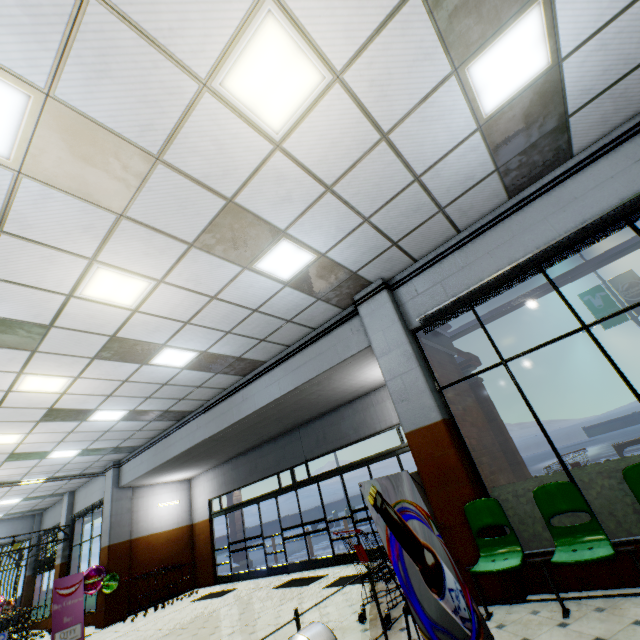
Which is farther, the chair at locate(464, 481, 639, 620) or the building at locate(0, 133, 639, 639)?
the building at locate(0, 133, 639, 639)

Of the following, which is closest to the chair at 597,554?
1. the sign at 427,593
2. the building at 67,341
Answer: the building at 67,341

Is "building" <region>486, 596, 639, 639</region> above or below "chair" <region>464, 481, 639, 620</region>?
below

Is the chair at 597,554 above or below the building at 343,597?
above

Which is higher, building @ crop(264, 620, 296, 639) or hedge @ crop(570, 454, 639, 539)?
hedge @ crop(570, 454, 639, 539)

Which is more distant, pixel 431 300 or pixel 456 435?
pixel 431 300

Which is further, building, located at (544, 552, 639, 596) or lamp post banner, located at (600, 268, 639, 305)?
lamp post banner, located at (600, 268, 639, 305)
